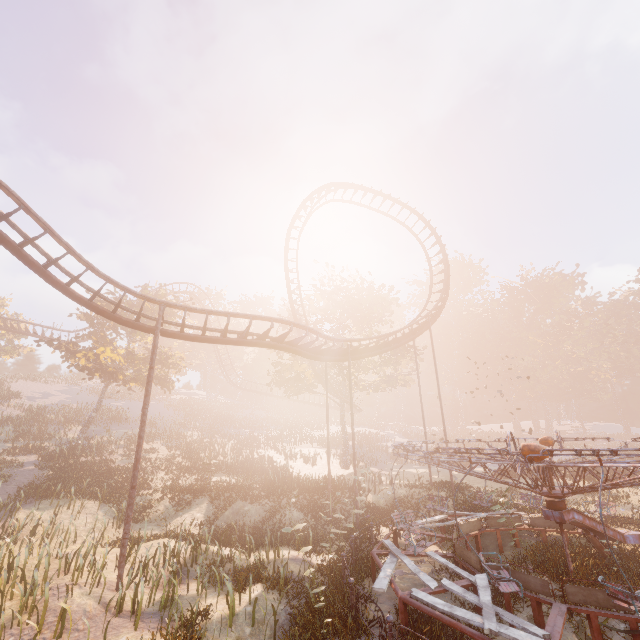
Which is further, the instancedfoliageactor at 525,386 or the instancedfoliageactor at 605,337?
the instancedfoliageactor at 605,337

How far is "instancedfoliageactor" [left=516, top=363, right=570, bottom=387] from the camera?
→ 56.4m

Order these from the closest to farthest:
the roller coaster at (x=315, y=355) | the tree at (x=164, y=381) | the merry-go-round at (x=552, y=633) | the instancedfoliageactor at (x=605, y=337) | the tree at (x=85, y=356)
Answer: the merry-go-round at (x=552, y=633) → the roller coaster at (x=315, y=355) → the tree at (x=85, y=356) → the tree at (x=164, y=381) → the instancedfoliageactor at (x=605, y=337)

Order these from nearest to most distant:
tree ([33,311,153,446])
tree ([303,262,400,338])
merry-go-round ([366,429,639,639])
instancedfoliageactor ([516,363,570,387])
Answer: merry-go-round ([366,429,639,639]) < tree ([33,311,153,446]) < tree ([303,262,400,338]) < instancedfoliageactor ([516,363,570,387])

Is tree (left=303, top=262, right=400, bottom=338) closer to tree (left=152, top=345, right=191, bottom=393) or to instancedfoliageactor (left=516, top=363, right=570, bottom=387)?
tree (left=152, top=345, right=191, bottom=393)

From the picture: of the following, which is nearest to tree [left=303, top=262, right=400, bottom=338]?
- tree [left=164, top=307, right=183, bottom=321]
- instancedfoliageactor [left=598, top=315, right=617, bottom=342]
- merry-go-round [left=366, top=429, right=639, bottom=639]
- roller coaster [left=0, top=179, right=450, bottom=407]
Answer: roller coaster [left=0, top=179, right=450, bottom=407]

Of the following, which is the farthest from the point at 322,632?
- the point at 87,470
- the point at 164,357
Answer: the point at 164,357

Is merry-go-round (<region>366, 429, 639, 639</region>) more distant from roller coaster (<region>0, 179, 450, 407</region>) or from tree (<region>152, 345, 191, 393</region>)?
tree (<region>152, 345, 191, 393</region>)
